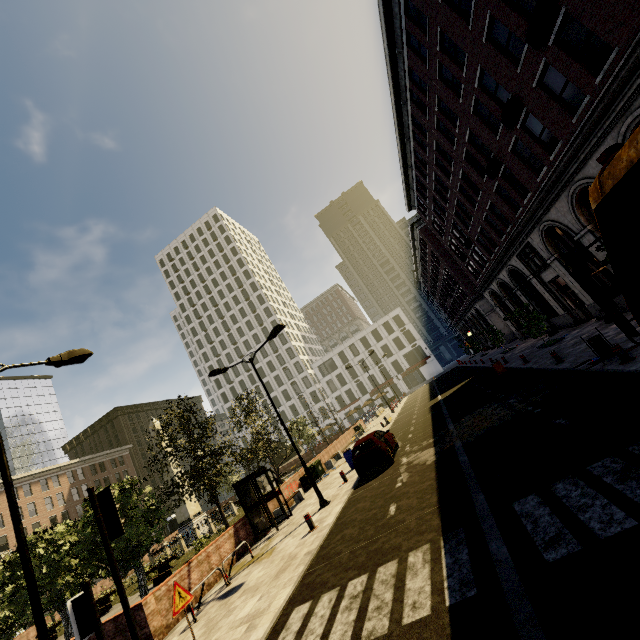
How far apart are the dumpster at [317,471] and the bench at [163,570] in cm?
909

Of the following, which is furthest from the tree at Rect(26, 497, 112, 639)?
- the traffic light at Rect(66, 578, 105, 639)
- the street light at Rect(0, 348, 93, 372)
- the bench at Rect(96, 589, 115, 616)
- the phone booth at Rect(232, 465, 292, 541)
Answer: the traffic light at Rect(66, 578, 105, 639)

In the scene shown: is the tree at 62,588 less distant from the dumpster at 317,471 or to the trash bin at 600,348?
the dumpster at 317,471

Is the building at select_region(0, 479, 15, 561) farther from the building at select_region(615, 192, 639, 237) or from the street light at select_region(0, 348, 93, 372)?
the street light at select_region(0, 348, 93, 372)

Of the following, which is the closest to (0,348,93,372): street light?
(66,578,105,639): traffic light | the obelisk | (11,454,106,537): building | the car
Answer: (66,578,105,639): traffic light

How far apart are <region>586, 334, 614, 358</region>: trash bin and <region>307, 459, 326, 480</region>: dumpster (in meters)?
17.06

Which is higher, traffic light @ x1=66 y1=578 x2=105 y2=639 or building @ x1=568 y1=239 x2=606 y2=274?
building @ x1=568 y1=239 x2=606 y2=274

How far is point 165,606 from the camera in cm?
1017
